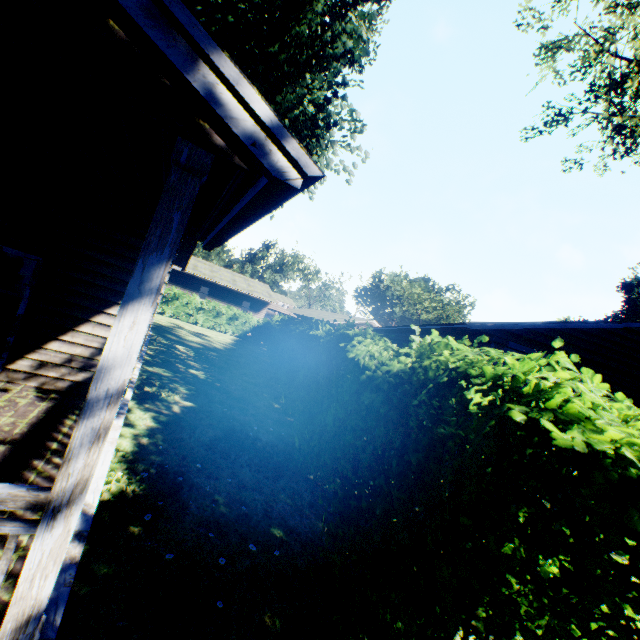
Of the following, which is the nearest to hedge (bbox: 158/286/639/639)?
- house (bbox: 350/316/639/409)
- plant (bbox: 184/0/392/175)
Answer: plant (bbox: 184/0/392/175)

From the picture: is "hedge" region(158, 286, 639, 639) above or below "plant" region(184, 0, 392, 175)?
below

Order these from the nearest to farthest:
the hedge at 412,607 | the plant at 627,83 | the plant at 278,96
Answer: the hedge at 412,607, the plant at 278,96, the plant at 627,83

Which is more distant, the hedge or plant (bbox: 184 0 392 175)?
plant (bbox: 184 0 392 175)

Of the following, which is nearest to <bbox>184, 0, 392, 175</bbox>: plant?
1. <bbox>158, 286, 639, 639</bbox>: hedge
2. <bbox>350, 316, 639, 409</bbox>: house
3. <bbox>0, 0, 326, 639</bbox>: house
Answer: <bbox>0, 0, 326, 639</bbox>: house

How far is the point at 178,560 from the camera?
3.3m

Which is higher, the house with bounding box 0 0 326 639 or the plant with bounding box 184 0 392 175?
the plant with bounding box 184 0 392 175

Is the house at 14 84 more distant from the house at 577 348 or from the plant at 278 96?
the house at 577 348
